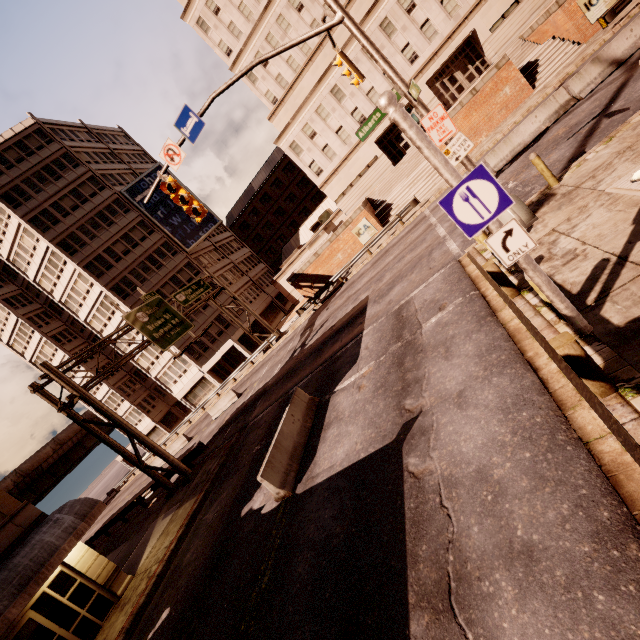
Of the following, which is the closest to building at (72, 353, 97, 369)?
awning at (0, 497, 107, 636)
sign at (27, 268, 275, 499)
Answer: sign at (27, 268, 275, 499)

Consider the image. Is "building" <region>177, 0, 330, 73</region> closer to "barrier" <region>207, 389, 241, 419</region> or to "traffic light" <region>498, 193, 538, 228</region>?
"traffic light" <region>498, 193, 538, 228</region>

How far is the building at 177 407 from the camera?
41.1m

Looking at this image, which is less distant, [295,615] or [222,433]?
[295,615]

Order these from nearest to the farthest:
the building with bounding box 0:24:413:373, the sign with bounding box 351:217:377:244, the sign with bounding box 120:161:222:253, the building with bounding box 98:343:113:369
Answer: the sign with bounding box 351:217:377:244 → the building with bounding box 0:24:413:373 → the sign with bounding box 120:161:222:253 → the building with bounding box 98:343:113:369

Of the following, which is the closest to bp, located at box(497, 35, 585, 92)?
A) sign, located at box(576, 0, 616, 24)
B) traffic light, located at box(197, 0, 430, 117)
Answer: sign, located at box(576, 0, 616, 24)

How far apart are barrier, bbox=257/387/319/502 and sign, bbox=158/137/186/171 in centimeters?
871cm

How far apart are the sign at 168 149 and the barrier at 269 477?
8.71m
